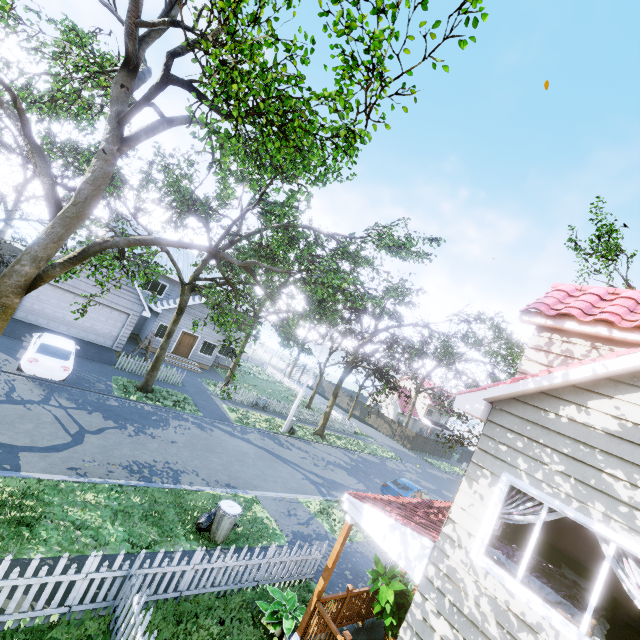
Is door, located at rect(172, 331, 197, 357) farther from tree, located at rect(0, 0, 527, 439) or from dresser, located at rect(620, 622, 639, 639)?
dresser, located at rect(620, 622, 639, 639)

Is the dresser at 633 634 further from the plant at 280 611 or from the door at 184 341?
the door at 184 341

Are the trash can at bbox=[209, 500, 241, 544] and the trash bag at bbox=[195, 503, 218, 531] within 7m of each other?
yes

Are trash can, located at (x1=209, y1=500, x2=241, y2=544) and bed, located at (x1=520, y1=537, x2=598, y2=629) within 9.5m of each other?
yes

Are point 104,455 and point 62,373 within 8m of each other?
yes

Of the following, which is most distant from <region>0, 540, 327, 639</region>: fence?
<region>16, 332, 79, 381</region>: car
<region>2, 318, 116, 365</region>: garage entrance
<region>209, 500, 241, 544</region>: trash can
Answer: <region>16, 332, 79, 381</region>: car

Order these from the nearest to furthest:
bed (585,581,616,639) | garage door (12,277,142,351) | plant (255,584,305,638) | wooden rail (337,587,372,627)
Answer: bed (585,581,616,639) < plant (255,584,305,638) < wooden rail (337,587,372,627) < garage door (12,277,142,351)

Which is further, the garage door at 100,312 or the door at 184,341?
the door at 184,341
